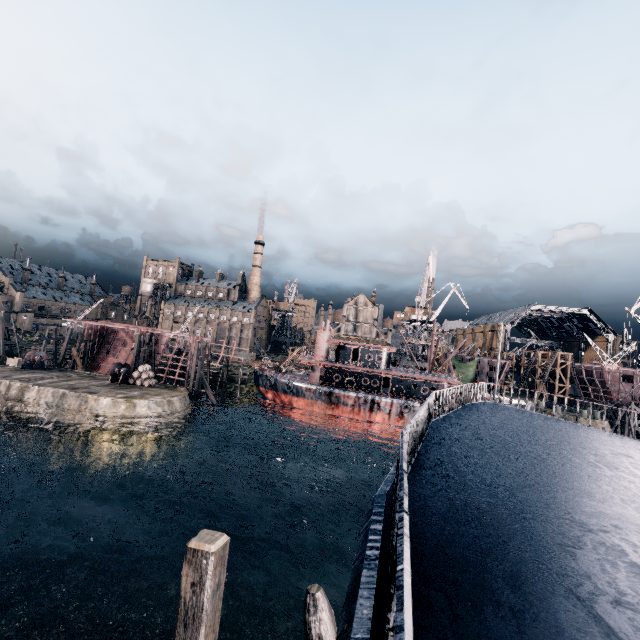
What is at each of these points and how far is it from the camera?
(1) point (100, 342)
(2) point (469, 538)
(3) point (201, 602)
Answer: (1) ship construction, 56.66m
(2) ship, 4.27m
(3) wooden scaffolding, 4.91m

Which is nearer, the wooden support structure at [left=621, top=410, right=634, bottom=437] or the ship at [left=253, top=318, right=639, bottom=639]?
the ship at [left=253, top=318, right=639, bottom=639]

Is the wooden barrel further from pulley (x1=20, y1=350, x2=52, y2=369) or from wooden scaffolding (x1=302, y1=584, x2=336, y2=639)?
wooden scaffolding (x1=302, y1=584, x2=336, y2=639)

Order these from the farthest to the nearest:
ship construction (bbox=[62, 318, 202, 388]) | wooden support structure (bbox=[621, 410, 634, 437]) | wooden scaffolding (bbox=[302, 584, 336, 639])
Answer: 1. wooden support structure (bbox=[621, 410, 634, 437])
2. ship construction (bbox=[62, 318, 202, 388])
3. wooden scaffolding (bbox=[302, 584, 336, 639])

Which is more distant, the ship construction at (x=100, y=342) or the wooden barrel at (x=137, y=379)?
the ship construction at (x=100, y=342)

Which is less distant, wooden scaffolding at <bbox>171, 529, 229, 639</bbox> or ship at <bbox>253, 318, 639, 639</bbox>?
ship at <bbox>253, 318, 639, 639</bbox>

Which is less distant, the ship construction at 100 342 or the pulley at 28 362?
the pulley at 28 362
